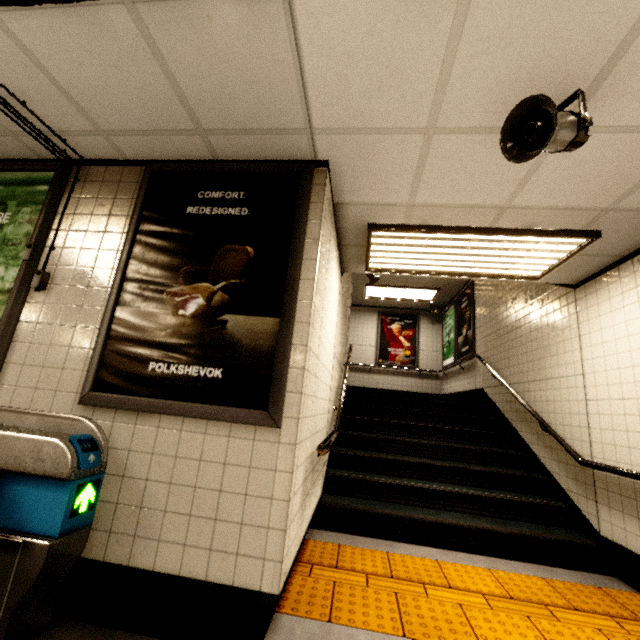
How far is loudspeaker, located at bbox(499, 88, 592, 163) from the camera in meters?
1.6 m

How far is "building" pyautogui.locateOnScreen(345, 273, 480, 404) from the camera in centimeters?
802cm

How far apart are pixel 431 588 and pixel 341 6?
3.7m

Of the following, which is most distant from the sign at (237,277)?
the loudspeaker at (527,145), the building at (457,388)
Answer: the building at (457,388)

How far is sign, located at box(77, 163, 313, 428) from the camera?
1.9m

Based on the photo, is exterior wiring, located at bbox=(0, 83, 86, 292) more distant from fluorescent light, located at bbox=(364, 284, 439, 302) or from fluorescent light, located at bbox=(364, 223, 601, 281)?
fluorescent light, located at bbox=(364, 284, 439, 302)

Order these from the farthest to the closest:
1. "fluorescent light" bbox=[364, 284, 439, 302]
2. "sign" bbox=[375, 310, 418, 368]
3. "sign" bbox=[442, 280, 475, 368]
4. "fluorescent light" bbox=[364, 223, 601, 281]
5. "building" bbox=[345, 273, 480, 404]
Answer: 1. "sign" bbox=[375, 310, 418, 368]
2. "fluorescent light" bbox=[364, 284, 439, 302]
3. "building" bbox=[345, 273, 480, 404]
4. "sign" bbox=[442, 280, 475, 368]
5. "fluorescent light" bbox=[364, 223, 601, 281]

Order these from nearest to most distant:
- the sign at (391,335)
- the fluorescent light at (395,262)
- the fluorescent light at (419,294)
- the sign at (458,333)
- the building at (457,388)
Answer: the fluorescent light at (395,262) < the sign at (458,333) < the building at (457,388) < the fluorescent light at (419,294) < the sign at (391,335)
